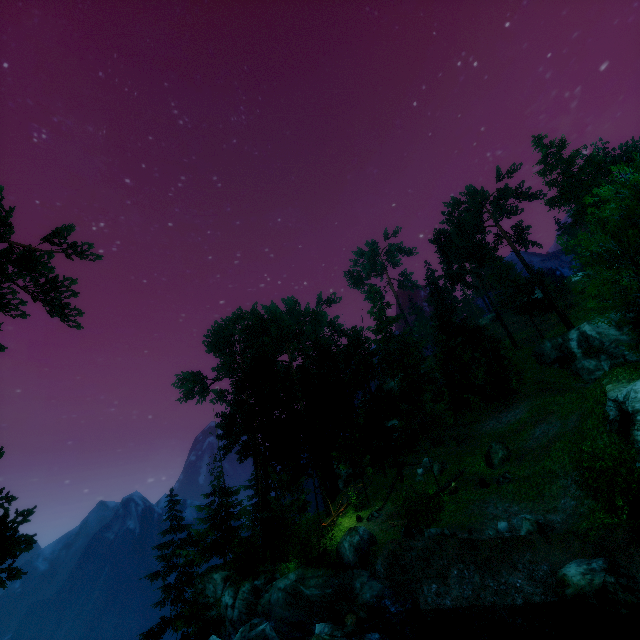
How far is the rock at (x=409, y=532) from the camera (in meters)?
13.82

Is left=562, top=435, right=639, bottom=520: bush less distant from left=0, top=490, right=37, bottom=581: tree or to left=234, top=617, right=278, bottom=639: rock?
left=0, top=490, right=37, bottom=581: tree

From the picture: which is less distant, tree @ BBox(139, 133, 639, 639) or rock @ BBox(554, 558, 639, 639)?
rock @ BBox(554, 558, 639, 639)

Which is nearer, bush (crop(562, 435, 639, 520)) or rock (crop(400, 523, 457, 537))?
bush (crop(562, 435, 639, 520))

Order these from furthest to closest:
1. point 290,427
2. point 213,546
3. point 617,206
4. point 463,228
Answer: point 463,228
point 290,427
point 213,546
point 617,206

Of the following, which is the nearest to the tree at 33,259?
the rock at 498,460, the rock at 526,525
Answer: the rock at 498,460

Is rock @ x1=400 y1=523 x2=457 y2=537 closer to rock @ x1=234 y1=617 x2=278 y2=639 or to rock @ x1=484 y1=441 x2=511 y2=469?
rock @ x1=234 y1=617 x2=278 y2=639

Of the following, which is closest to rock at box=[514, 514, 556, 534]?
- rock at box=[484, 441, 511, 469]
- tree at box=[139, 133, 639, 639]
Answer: rock at box=[484, 441, 511, 469]
